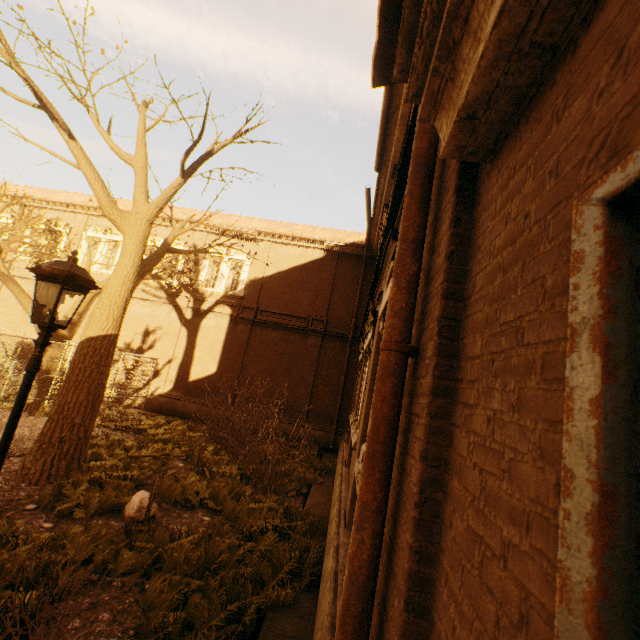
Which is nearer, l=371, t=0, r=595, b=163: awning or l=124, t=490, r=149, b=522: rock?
l=371, t=0, r=595, b=163: awning

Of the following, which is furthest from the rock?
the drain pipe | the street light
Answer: the drain pipe

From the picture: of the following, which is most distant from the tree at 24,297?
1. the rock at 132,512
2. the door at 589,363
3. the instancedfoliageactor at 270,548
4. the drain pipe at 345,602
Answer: the drain pipe at 345,602

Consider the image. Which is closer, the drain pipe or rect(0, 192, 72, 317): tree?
the drain pipe

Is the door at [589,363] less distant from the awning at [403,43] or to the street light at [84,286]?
the awning at [403,43]

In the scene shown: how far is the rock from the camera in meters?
6.1 m

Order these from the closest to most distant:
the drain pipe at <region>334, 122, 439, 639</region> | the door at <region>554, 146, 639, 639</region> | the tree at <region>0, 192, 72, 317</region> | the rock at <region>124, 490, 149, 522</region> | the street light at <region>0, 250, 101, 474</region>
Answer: the door at <region>554, 146, 639, 639</region>
the drain pipe at <region>334, 122, 439, 639</region>
the street light at <region>0, 250, 101, 474</region>
the rock at <region>124, 490, 149, 522</region>
the tree at <region>0, 192, 72, 317</region>

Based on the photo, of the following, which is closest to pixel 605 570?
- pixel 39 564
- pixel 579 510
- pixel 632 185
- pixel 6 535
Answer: pixel 579 510
